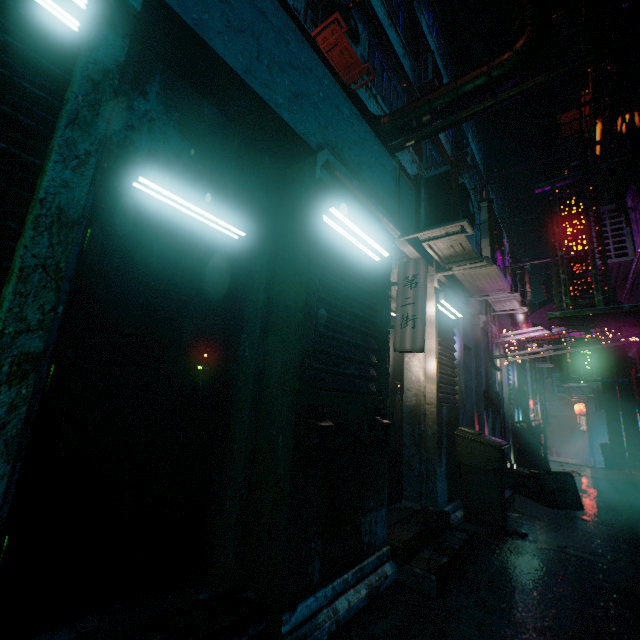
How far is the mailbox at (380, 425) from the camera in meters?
2.5 m

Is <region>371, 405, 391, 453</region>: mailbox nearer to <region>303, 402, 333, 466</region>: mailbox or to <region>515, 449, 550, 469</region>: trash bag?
<region>303, 402, 333, 466</region>: mailbox

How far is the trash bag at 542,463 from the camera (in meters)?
6.94

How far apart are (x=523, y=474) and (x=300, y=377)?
5.22m

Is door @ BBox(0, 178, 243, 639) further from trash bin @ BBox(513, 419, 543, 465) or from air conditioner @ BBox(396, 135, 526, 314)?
trash bin @ BBox(513, 419, 543, 465)

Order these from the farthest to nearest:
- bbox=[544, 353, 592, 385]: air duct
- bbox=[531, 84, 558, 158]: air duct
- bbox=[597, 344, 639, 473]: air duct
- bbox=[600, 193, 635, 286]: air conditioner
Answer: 1. bbox=[544, 353, 592, 385]: air duct
2. bbox=[597, 344, 639, 473]: air duct
3. bbox=[531, 84, 558, 158]: air duct
4. bbox=[600, 193, 635, 286]: air conditioner

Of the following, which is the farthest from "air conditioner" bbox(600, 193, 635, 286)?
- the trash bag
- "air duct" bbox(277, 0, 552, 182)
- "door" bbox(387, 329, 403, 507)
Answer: the trash bag

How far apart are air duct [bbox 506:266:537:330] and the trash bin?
1.8m
